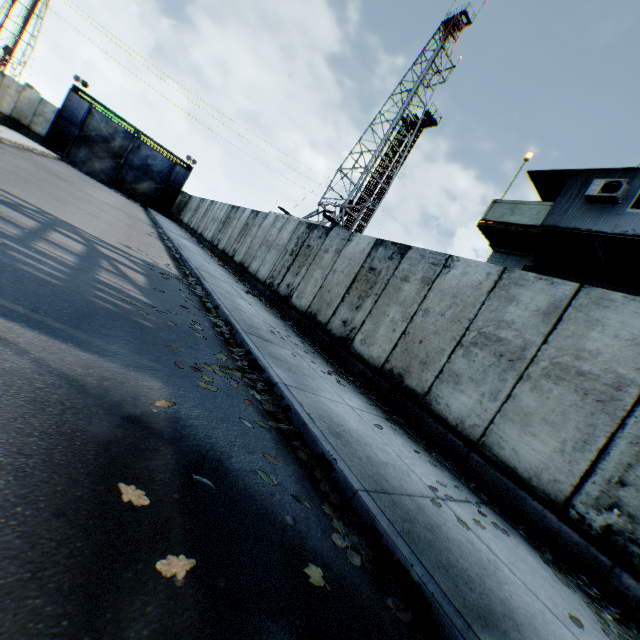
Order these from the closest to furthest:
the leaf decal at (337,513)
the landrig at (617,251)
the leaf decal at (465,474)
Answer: the leaf decal at (337,513) < the leaf decal at (465,474) < the landrig at (617,251)

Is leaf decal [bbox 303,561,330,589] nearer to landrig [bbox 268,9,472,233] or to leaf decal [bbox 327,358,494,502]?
leaf decal [bbox 327,358,494,502]

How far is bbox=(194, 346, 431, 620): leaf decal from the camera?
2.1 meters

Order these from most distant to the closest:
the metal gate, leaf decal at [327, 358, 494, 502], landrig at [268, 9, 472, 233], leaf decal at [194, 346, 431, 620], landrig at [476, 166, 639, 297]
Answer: landrig at [268, 9, 472, 233] < the metal gate < landrig at [476, 166, 639, 297] < leaf decal at [327, 358, 494, 502] < leaf decal at [194, 346, 431, 620]

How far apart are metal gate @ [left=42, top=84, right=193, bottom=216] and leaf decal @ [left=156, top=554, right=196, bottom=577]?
38.82m

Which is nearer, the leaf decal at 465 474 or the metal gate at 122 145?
the leaf decal at 465 474

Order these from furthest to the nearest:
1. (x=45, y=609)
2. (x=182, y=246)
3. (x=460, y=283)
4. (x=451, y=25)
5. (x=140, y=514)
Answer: (x=451, y=25)
(x=182, y=246)
(x=460, y=283)
(x=140, y=514)
(x=45, y=609)

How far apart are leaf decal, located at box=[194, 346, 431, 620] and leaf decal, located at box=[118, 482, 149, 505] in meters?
Result: 0.9
